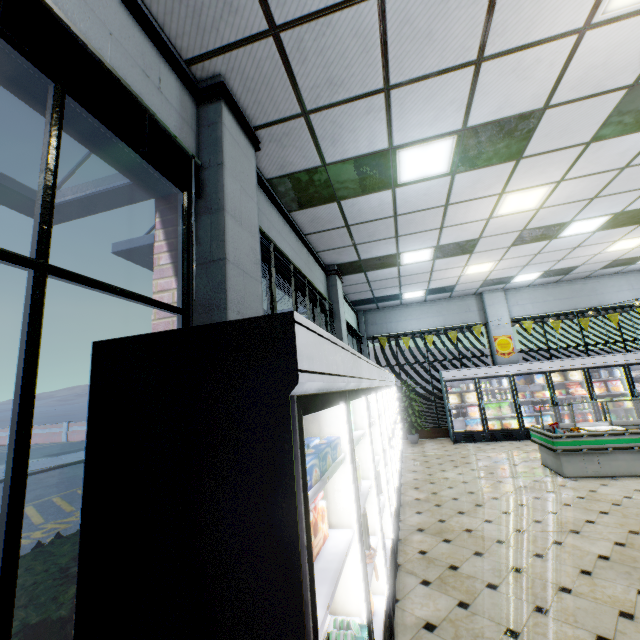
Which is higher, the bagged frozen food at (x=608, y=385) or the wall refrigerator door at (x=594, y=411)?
the bagged frozen food at (x=608, y=385)

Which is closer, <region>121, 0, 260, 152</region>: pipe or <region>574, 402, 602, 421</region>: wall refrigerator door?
<region>121, 0, 260, 152</region>: pipe

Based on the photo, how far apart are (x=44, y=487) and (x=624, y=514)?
14.0m

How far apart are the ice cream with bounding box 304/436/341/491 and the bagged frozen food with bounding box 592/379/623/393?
11.5 meters

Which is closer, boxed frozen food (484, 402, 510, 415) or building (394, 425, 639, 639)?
building (394, 425, 639, 639)

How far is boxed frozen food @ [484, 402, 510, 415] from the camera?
10.2m

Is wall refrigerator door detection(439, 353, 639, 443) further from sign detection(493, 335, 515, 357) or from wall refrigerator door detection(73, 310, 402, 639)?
wall refrigerator door detection(73, 310, 402, 639)

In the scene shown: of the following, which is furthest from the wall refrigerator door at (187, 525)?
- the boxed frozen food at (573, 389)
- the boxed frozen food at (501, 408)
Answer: the boxed frozen food at (573, 389)
